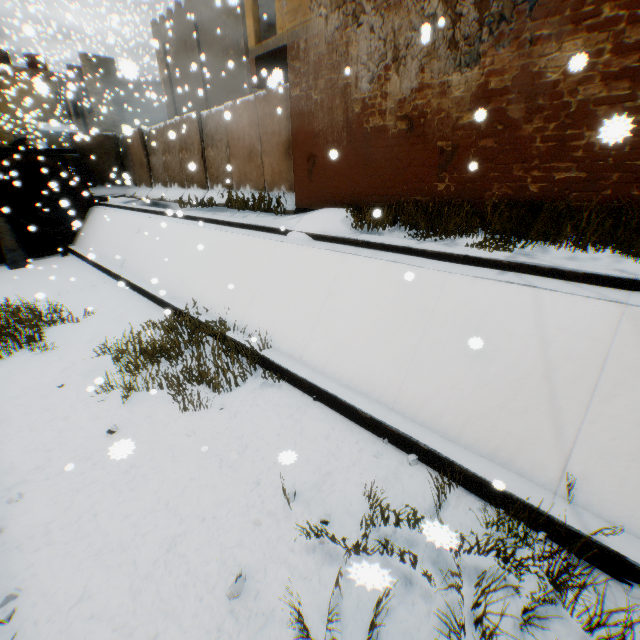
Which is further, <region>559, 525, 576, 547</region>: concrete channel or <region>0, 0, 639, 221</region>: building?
<region>0, 0, 639, 221</region>: building

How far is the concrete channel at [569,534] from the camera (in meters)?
3.40

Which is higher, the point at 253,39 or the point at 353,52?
the point at 253,39

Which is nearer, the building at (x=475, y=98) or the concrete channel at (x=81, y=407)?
the concrete channel at (x=81, y=407)

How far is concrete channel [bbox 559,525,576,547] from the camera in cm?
340

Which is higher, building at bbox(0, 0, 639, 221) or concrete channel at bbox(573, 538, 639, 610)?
building at bbox(0, 0, 639, 221)

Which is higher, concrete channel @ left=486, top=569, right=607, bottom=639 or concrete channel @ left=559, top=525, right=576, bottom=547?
concrete channel @ left=559, top=525, right=576, bottom=547
